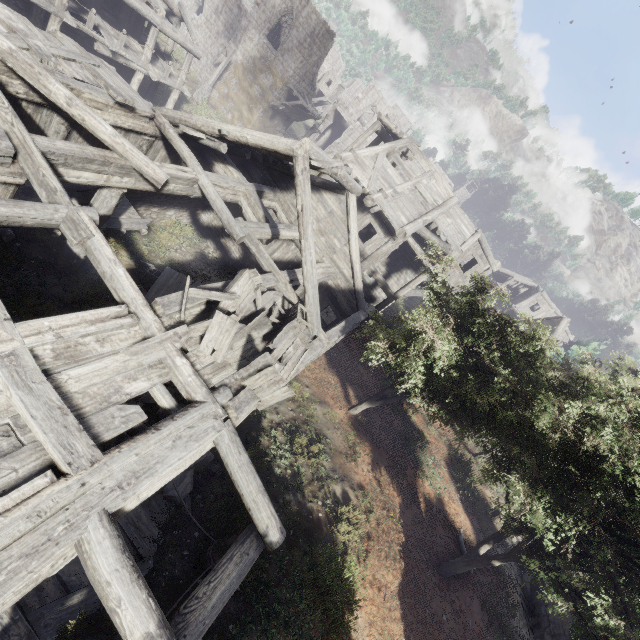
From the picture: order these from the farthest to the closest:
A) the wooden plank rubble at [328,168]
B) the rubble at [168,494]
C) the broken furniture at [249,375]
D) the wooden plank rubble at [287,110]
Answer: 1. the wooden plank rubble at [287,110]
2. the wooden plank rubble at [328,168]
3. the rubble at [168,494]
4. the broken furniture at [249,375]

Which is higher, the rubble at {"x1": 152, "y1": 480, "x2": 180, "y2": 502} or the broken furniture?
the broken furniture

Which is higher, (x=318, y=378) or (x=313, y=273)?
(x=313, y=273)

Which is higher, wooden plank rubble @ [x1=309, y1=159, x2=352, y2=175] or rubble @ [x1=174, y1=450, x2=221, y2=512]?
wooden plank rubble @ [x1=309, y1=159, x2=352, y2=175]

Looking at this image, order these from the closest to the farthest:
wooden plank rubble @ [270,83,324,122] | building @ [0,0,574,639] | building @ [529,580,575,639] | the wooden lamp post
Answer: building @ [0,0,574,639] → building @ [529,580,575,639] → the wooden lamp post → wooden plank rubble @ [270,83,324,122]

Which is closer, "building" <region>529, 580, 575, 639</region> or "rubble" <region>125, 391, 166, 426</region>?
"rubble" <region>125, 391, 166, 426</region>

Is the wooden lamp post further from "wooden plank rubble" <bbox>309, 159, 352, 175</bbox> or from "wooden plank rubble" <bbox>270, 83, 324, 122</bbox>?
"wooden plank rubble" <bbox>309, 159, 352, 175</bbox>

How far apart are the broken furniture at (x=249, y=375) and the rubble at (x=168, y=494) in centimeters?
242cm
